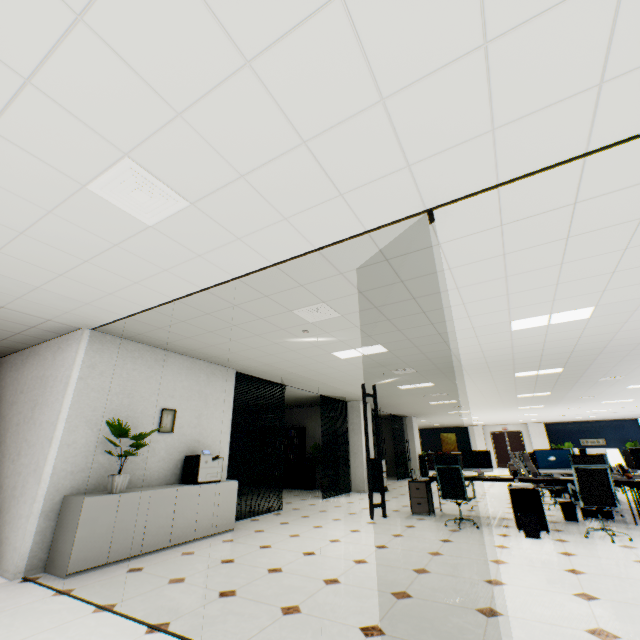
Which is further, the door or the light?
the door

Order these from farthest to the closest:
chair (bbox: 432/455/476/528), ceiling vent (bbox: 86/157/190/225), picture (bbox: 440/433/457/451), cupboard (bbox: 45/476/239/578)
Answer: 1. picture (bbox: 440/433/457/451)
2. chair (bbox: 432/455/476/528)
3. cupboard (bbox: 45/476/239/578)
4. ceiling vent (bbox: 86/157/190/225)

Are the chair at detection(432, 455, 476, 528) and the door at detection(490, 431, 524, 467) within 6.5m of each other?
no

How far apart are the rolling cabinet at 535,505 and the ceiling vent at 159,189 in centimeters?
642cm

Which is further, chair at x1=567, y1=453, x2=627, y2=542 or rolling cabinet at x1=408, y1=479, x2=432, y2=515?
rolling cabinet at x1=408, y1=479, x2=432, y2=515

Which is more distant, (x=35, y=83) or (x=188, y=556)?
(x=188, y=556)

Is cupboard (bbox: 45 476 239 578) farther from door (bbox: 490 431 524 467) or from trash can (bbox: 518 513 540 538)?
door (bbox: 490 431 524 467)

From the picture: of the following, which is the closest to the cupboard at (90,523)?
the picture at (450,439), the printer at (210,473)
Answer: the printer at (210,473)
